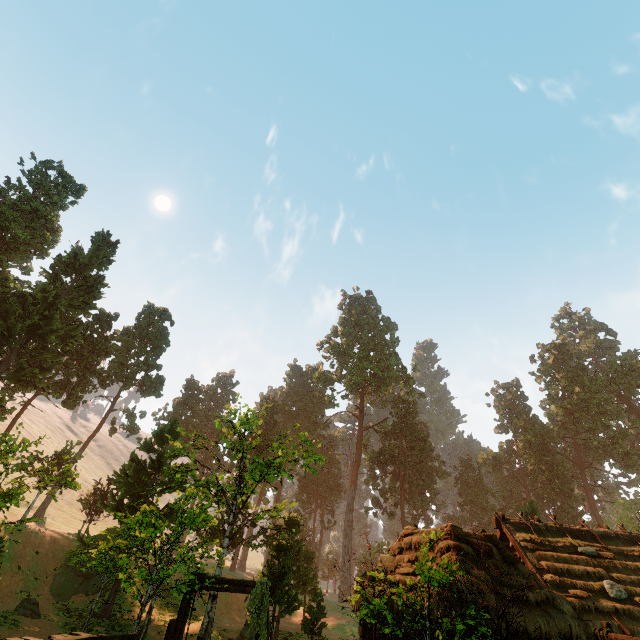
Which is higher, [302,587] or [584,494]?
[584,494]

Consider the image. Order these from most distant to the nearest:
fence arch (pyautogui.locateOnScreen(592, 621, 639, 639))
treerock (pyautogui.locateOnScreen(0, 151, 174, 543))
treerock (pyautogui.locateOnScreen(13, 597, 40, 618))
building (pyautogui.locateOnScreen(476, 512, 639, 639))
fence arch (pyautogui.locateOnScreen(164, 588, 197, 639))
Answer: treerock (pyautogui.locateOnScreen(0, 151, 174, 543)) → treerock (pyautogui.locateOnScreen(13, 597, 40, 618)) → building (pyautogui.locateOnScreen(476, 512, 639, 639)) → fence arch (pyautogui.locateOnScreen(164, 588, 197, 639)) → fence arch (pyautogui.locateOnScreen(592, 621, 639, 639))

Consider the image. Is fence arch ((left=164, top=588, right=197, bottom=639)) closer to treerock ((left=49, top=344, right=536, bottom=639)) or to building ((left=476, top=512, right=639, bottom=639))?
building ((left=476, top=512, right=639, bottom=639))

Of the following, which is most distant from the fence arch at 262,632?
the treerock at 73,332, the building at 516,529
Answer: the treerock at 73,332

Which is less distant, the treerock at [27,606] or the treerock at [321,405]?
the treerock at [27,606]

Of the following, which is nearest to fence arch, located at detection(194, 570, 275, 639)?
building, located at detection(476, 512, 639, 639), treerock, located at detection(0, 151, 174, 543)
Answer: building, located at detection(476, 512, 639, 639)
